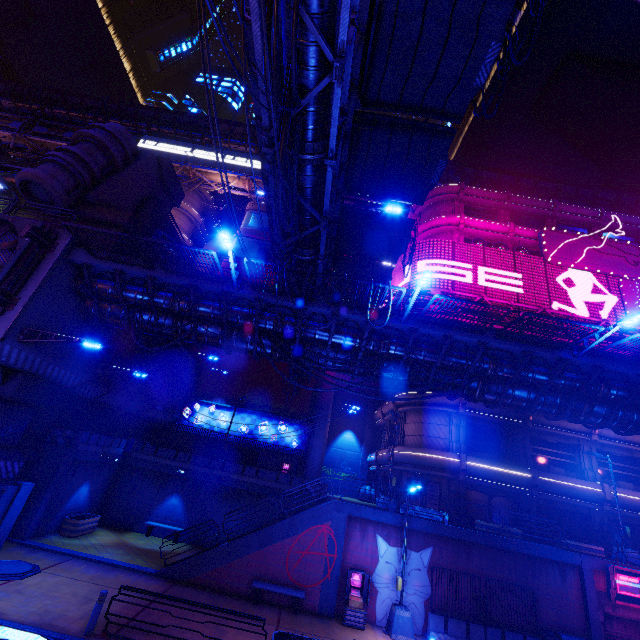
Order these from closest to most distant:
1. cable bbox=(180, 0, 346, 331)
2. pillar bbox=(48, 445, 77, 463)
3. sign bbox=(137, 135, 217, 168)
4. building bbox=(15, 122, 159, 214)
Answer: cable bbox=(180, 0, 346, 331) < pillar bbox=(48, 445, 77, 463) < building bbox=(15, 122, 159, 214) < sign bbox=(137, 135, 217, 168)

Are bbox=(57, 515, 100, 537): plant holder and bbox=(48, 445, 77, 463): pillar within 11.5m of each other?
yes

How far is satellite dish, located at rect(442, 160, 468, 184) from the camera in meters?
36.6

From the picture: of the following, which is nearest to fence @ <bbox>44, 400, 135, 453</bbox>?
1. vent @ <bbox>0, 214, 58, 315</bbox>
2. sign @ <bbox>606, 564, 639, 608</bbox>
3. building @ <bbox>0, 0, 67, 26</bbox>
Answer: vent @ <bbox>0, 214, 58, 315</bbox>

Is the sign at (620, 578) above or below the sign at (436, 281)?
below

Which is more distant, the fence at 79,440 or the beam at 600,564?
the fence at 79,440

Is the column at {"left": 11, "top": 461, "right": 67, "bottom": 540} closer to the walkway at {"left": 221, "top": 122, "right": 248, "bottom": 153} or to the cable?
the cable

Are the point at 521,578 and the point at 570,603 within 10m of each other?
yes
